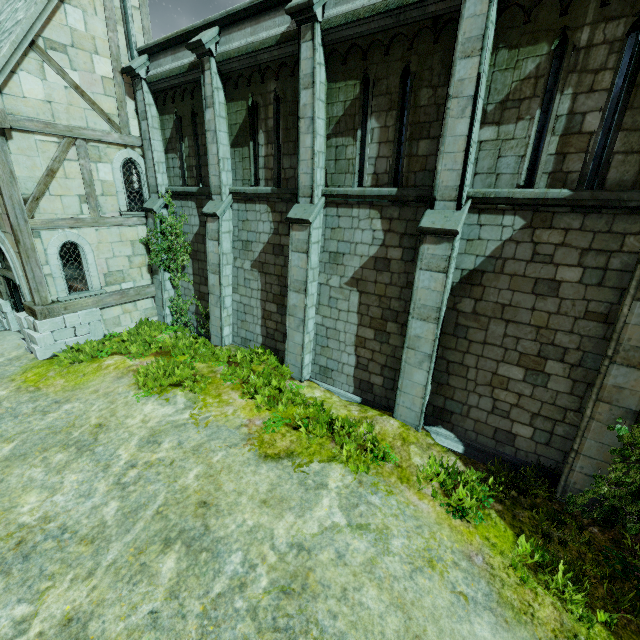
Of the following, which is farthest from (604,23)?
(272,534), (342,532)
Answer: (272,534)

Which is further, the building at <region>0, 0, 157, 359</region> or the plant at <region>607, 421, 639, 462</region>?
the building at <region>0, 0, 157, 359</region>

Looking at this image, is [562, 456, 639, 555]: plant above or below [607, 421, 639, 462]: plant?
below

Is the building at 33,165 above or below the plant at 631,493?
above

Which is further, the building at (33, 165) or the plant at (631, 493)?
the building at (33, 165)

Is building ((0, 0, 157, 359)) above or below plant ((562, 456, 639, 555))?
above
